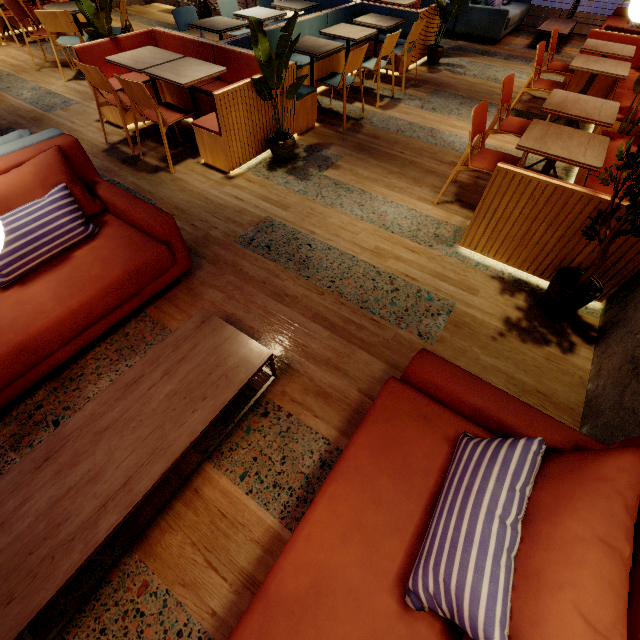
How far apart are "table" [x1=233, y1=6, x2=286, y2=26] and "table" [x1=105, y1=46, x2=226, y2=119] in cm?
203

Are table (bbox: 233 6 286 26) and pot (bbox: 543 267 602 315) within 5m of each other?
no

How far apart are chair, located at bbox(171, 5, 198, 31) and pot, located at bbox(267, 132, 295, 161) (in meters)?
2.60

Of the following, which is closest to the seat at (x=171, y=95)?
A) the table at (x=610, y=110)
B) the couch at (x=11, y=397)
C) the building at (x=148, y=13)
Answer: the building at (x=148, y=13)

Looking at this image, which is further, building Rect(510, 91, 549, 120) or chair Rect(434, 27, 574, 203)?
building Rect(510, 91, 549, 120)

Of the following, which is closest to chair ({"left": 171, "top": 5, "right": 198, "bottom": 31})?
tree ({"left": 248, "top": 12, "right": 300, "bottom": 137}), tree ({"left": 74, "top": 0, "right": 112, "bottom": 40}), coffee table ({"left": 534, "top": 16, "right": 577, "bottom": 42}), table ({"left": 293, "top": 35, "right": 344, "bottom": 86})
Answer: tree ({"left": 74, "top": 0, "right": 112, "bottom": 40})

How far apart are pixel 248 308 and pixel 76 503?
1.5m

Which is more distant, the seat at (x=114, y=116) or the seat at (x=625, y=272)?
the seat at (x=114, y=116)
